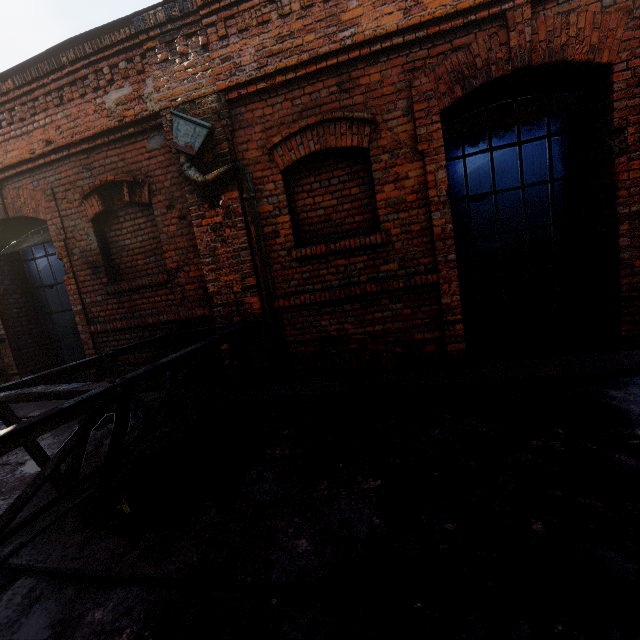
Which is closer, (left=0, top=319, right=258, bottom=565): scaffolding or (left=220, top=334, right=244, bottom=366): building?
(left=0, top=319, right=258, bottom=565): scaffolding

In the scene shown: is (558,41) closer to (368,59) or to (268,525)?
(368,59)

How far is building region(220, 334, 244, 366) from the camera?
4.3m

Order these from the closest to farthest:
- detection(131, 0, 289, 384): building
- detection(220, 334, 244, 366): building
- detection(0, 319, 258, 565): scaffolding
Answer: detection(0, 319, 258, 565): scaffolding < detection(131, 0, 289, 384): building < detection(220, 334, 244, 366): building

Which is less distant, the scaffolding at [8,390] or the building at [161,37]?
the scaffolding at [8,390]

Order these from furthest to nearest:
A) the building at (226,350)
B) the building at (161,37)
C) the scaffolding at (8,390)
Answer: the building at (226,350) → the building at (161,37) → the scaffolding at (8,390)

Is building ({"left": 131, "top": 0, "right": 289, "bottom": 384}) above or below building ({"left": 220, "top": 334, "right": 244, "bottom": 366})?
above
